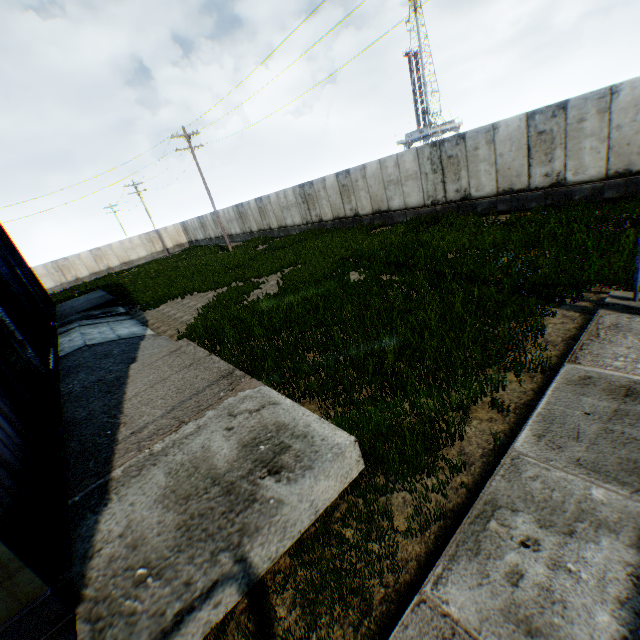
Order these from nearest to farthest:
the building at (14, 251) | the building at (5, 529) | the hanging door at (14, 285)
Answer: the building at (5, 529)
the hanging door at (14, 285)
the building at (14, 251)

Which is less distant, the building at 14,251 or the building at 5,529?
the building at 5,529

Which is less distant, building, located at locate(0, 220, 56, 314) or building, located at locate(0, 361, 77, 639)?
building, located at locate(0, 361, 77, 639)

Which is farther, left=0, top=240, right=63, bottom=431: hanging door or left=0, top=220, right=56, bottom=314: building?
left=0, top=220, right=56, bottom=314: building

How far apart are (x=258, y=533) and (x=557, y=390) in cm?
423

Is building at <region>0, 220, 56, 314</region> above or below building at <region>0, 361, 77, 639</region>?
above

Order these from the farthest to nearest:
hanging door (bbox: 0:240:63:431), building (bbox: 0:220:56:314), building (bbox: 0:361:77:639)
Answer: building (bbox: 0:220:56:314)
hanging door (bbox: 0:240:63:431)
building (bbox: 0:361:77:639)
